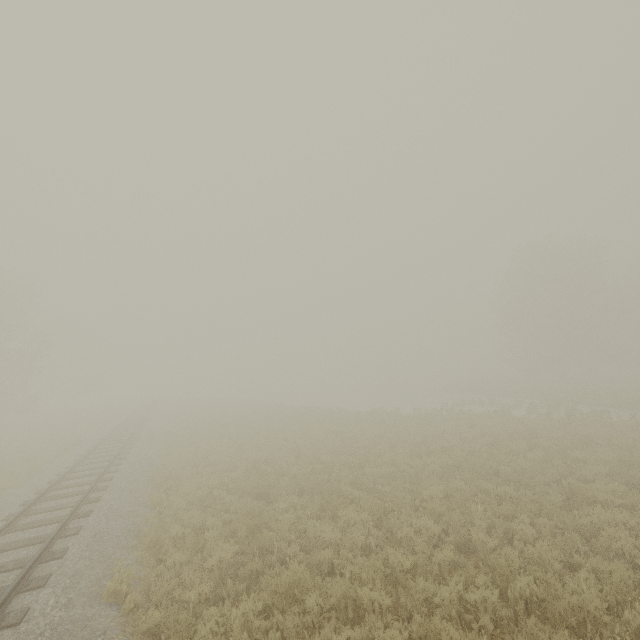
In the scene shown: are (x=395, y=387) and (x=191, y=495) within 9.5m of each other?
no
